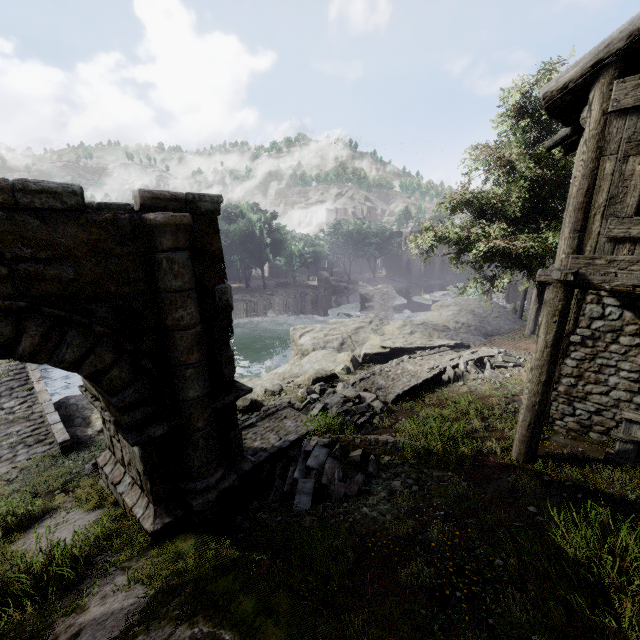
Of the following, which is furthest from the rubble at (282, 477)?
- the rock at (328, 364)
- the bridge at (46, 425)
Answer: the bridge at (46, 425)

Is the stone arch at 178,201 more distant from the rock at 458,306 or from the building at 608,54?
the rock at 458,306

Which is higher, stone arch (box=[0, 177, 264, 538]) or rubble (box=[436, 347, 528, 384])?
stone arch (box=[0, 177, 264, 538])

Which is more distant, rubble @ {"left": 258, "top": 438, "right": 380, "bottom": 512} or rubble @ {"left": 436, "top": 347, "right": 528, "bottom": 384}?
rubble @ {"left": 436, "top": 347, "right": 528, "bottom": 384}

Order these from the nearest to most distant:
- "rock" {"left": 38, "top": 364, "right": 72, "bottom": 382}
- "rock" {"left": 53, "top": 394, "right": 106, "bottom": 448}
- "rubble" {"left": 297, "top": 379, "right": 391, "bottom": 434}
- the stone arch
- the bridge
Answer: the stone arch → "rubble" {"left": 297, "top": 379, "right": 391, "bottom": 434} → the bridge → "rock" {"left": 53, "top": 394, "right": 106, "bottom": 448} → "rock" {"left": 38, "top": 364, "right": 72, "bottom": 382}

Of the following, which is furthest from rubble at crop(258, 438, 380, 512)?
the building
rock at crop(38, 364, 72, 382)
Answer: rock at crop(38, 364, 72, 382)

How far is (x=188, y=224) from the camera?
5.1m

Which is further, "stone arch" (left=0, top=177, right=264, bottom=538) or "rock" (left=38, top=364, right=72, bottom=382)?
"rock" (left=38, top=364, right=72, bottom=382)
